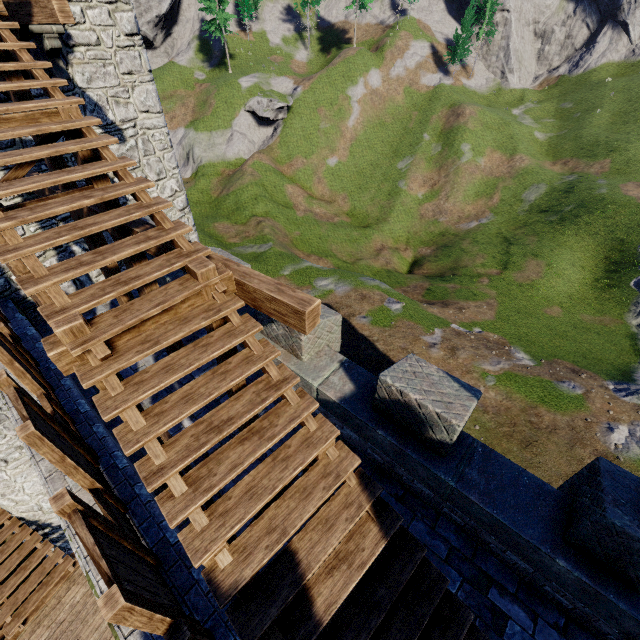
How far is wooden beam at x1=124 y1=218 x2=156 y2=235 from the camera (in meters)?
5.12

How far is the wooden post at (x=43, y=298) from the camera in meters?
4.9 m

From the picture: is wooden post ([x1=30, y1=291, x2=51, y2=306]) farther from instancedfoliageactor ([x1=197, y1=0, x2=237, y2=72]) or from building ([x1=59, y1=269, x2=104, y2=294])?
instancedfoliageactor ([x1=197, y1=0, x2=237, y2=72])

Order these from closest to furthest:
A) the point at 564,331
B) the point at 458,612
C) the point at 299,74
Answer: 1. the point at 458,612
2. the point at 564,331
3. the point at 299,74

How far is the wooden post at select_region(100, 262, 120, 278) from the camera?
7.30m

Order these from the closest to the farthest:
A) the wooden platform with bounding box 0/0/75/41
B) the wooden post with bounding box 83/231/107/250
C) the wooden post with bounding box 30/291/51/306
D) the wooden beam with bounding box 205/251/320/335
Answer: the wooden beam with bounding box 205/251/320/335, the wooden post with bounding box 30/291/51/306, the wooden platform with bounding box 0/0/75/41, the wooden post with bounding box 83/231/107/250

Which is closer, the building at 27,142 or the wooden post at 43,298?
the wooden post at 43,298

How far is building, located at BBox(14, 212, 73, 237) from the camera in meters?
8.0
